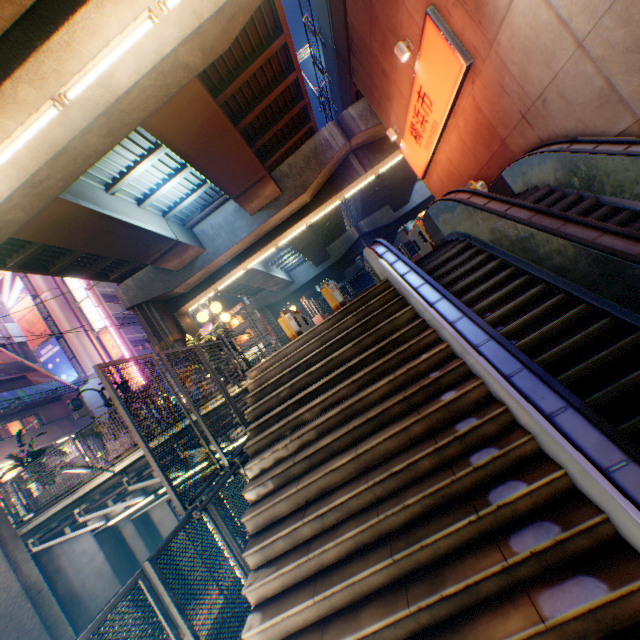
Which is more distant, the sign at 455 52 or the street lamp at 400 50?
the street lamp at 400 50

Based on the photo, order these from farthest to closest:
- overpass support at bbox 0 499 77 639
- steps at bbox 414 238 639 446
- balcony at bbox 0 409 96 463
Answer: balcony at bbox 0 409 96 463 < overpass support at bbox 0 499 77 639 < steps at bbox 414 238 639 446

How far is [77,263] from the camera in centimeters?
1566cm

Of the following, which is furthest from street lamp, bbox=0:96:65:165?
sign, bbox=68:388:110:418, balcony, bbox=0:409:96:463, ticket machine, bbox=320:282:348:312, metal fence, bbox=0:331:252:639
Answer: balcony, bbox=0:409:96:463

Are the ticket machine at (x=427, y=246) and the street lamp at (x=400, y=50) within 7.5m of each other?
yes

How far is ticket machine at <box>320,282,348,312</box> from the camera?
10.4m

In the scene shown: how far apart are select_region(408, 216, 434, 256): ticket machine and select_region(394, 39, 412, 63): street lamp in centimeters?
431cm

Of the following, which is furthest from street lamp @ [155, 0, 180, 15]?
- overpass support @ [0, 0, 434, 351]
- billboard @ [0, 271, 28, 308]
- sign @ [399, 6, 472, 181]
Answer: billboard @ [0, 271, 28, 308]
